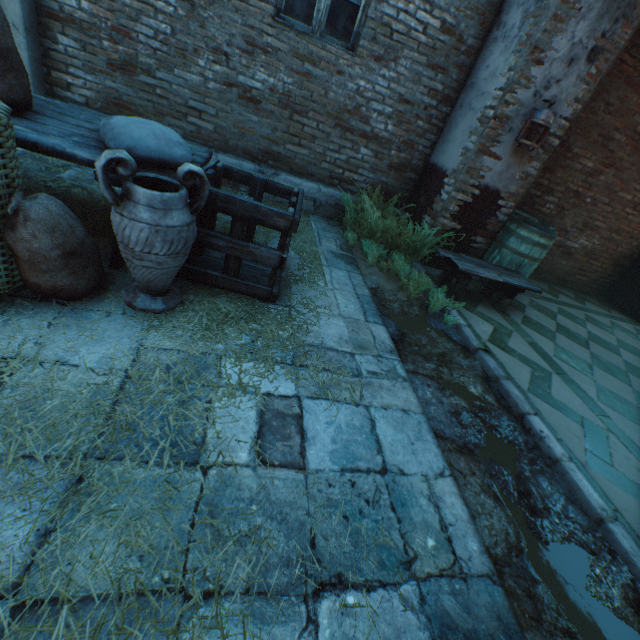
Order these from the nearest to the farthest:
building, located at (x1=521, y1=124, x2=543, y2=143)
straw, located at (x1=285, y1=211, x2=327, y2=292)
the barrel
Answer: straw, located at (x1=285, y1=211, x2=327, y2=292) → building, located at (x1=521, y1=124, x2=543, y2=143) → the barrel

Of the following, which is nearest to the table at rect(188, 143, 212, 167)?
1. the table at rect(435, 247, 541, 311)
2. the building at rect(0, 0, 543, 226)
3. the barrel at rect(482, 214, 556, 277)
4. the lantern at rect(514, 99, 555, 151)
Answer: the building at rect(0, 0, 543, 226)

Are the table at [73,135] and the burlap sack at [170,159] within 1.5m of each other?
yes

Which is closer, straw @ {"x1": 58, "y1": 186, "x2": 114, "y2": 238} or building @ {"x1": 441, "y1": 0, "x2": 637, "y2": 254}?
straw @ {"x1": 58, "y1": 186, "x2": 114, "y2": 238}

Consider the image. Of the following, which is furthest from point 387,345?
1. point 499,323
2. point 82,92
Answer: point 82,92

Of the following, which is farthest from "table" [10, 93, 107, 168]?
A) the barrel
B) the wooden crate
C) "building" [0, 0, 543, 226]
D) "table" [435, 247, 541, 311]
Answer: the barrel

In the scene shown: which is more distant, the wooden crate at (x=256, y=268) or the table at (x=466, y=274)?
the table at (x=466, y=274)

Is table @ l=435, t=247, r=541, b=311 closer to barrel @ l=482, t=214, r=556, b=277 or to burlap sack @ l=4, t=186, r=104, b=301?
barrel @ l=482, t=214, r=556, b=277
